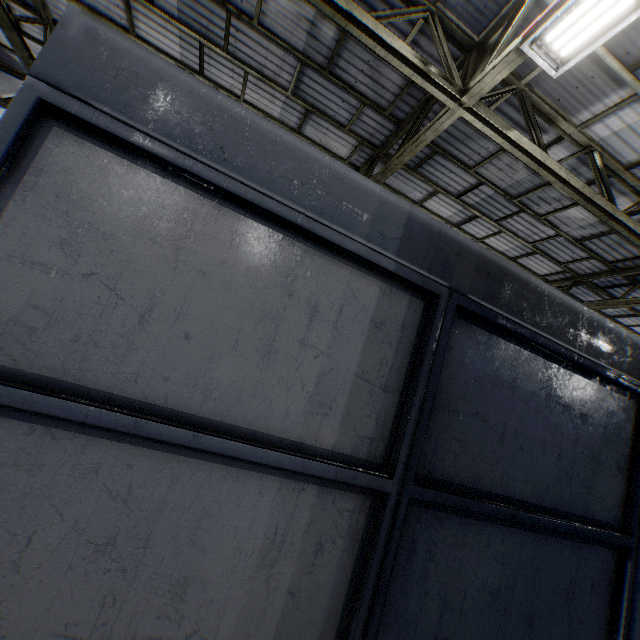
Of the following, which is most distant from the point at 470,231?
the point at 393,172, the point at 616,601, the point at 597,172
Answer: the point at 616,601
